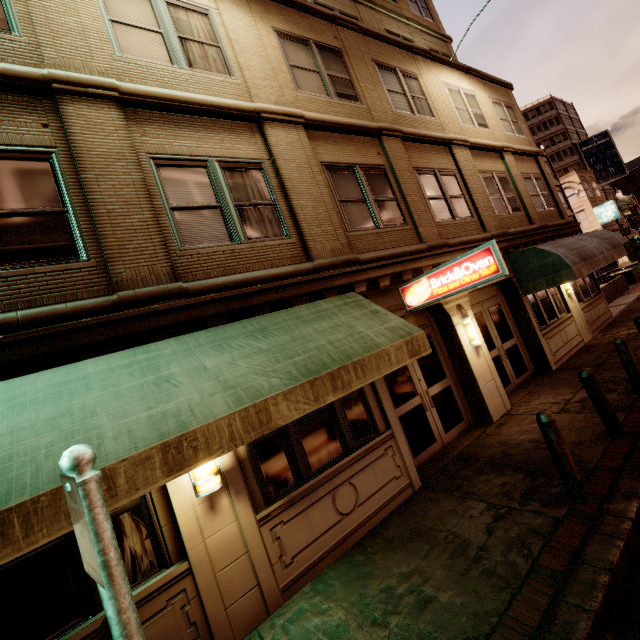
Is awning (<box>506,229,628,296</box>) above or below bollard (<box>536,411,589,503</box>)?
above

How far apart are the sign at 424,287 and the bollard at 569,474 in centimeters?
226cm

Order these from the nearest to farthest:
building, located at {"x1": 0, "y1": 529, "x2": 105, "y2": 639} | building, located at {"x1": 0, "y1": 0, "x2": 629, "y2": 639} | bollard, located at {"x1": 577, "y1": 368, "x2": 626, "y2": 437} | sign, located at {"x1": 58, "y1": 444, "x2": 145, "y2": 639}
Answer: sign, located at {"x1": 58, "y1": 444, "x2": 145, "y2": 639} → building, located at {"x1": 0, "y1": 529, "x2": 105, "y2": 639} → building, located at {"x1": 0, "y1": 0, "x2": 629, "y2": 639} → bollard, located at {"x1": 577, "y1": 368, "x2": 626, "y2": 437}

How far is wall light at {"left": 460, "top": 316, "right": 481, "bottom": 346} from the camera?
8.20m

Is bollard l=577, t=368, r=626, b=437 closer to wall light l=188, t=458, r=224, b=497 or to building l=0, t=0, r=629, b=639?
building l=0, t=0, r=629, b=639

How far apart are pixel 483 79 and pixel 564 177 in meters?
38.5

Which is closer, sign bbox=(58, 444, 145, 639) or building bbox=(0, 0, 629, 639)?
sign bbox=(58, 444, 145, 639)

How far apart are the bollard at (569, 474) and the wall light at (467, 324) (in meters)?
3.71
